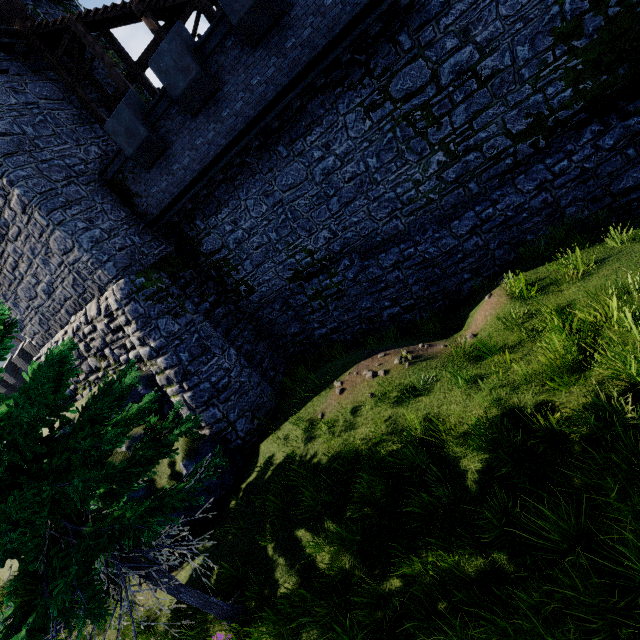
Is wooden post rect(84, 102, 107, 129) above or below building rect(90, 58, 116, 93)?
below

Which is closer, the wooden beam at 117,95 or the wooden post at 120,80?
the wooden post at 120,80

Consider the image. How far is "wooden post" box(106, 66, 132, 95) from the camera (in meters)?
12.66

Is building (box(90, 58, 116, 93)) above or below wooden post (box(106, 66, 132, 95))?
above

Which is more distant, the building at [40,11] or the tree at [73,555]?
the building at [40,11]

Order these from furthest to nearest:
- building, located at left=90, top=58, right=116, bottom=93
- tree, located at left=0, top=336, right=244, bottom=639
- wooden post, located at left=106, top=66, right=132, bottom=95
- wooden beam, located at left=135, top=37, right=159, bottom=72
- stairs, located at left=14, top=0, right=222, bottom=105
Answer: building, located at left=90, top=58, right=116, bottom=93 < wooden beam, located at left=135, top=37, right=159, bottom=72 < wooden post, located at left=106, top=66, right=132, bottom=95 < stairs, located at left=14, top=0, right=222, bottom=105 < tree, located at left=0, top=336, right=244, bottom=639

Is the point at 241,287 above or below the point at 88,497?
below

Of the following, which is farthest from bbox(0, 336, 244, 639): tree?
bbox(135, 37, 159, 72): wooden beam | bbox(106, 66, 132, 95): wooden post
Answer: bbox(135, 37, 159, 72): wooden beam
